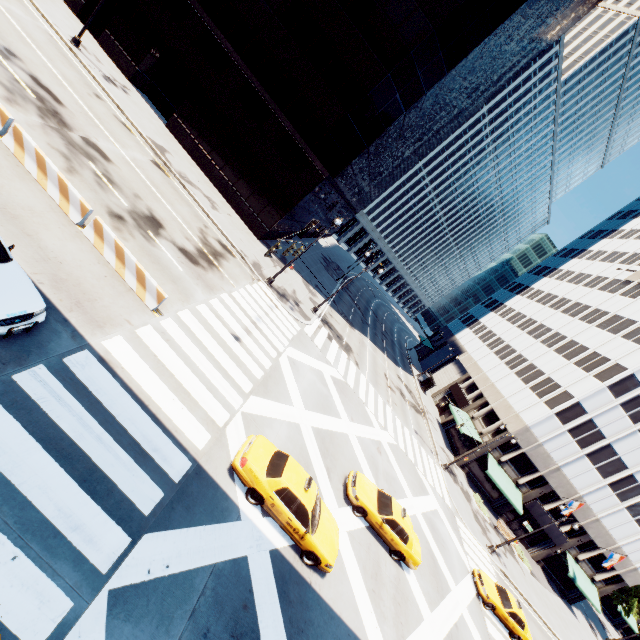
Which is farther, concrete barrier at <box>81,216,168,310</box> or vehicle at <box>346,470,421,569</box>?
vehicle at <box>346,470,421,569</box>

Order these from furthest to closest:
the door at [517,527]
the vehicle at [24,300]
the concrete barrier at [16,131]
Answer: the door at [517,527] < the concrete barrier at [16,131] < the vehicle at [24,300]

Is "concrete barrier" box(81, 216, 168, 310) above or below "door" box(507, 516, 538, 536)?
below

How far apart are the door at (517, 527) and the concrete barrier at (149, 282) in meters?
46.6

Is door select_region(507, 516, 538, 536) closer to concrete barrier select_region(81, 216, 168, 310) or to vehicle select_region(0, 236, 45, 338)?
concrete barrier select_region(81, 216, 168, 310)

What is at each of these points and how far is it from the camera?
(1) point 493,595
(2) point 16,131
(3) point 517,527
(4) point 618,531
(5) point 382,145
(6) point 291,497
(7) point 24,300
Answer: (1) vehicle, 20.3m
(2) concrete barrier, 11.8m
(3) door, 39.0m
(4) building, 36.4m
(5) building, 31.8m
(6) vehicle, 10.7m
(7) vehicle, 8.0m

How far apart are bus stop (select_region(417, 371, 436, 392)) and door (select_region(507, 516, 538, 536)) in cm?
1874

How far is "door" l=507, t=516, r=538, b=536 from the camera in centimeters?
3853cm
